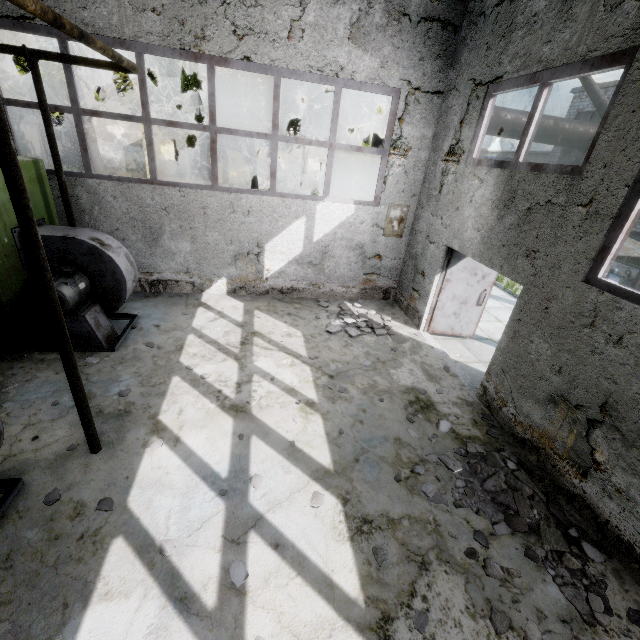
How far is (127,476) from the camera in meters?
3.8

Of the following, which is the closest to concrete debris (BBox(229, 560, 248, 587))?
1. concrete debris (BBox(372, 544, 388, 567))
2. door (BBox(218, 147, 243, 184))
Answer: concrete debris (BBox(372, 544, 388, 567))

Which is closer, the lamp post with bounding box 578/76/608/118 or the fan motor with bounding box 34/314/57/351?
the fan motor with bounding box 34/314/57/351

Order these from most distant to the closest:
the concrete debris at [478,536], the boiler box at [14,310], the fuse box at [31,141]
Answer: the fuse box at [31,141] → the boiler box at [14,310] → the concrete debris at [478,536]

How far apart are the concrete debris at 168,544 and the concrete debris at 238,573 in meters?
0.6 m

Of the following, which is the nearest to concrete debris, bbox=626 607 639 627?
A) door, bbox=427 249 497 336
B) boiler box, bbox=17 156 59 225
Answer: door, bbox=427 249 497 336

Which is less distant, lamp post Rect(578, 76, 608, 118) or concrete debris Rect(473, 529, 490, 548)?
concrete debris Rect(473, 529, 490, 548)

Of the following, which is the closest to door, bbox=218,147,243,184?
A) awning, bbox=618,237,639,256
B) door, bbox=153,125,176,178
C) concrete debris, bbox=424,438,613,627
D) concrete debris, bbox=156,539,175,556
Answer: door, bbox=153,125,176,178
